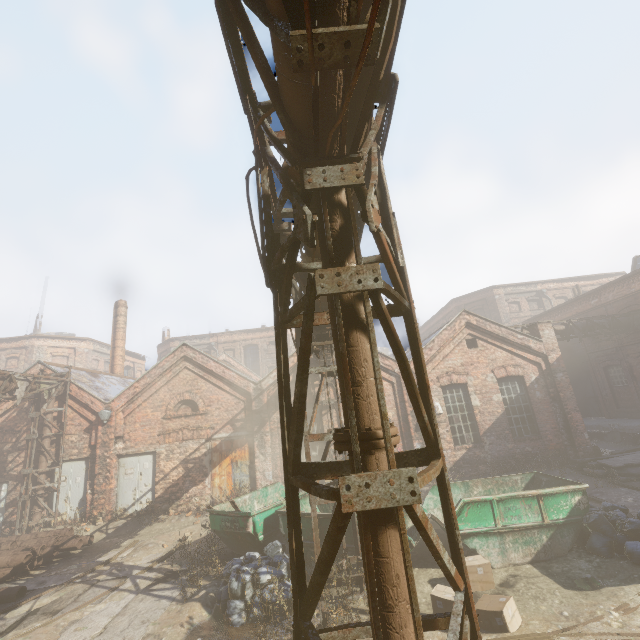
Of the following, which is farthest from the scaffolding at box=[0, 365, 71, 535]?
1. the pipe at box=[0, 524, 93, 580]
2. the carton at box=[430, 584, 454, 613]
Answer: the carton at box=[430, 584, 454, 613]

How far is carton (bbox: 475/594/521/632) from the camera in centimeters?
505cm

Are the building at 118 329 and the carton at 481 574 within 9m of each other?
no

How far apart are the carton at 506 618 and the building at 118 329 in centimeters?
2241cm

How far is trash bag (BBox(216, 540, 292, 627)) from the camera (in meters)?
6.10

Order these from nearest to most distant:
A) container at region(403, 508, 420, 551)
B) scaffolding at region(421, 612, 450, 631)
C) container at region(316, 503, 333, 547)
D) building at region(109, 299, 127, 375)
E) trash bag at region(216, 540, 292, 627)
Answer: scaffolding at region(421, 612, 450, 631)
trash bag at region(216, 540, 292, 627)
container at region(403, 508, 420, 551)
container at region(316, 503, 333, 547)
building at region(109, 299, 127, 375)

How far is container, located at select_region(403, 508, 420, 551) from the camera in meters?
6.7 m

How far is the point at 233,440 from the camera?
14.27m
